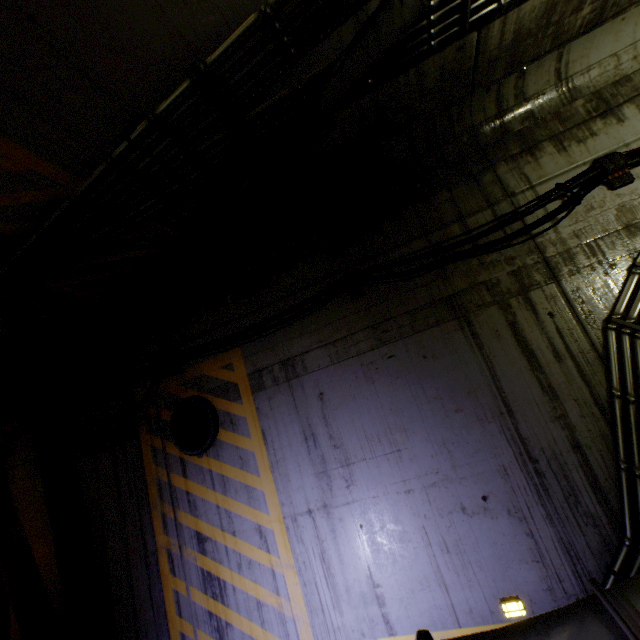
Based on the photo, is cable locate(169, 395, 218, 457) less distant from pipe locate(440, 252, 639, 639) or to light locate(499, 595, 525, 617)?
pipe locate(440, 252, 639, 639)

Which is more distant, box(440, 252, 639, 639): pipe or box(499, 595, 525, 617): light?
box(499, 595, 525, 617): light

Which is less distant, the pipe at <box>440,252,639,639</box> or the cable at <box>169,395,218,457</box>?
the pipe at <box>440,252,639,639</box>

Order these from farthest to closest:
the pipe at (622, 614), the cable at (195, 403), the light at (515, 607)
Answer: the cable at (195, 403) < the light at (515, 607) < the pipe at (622, 614)

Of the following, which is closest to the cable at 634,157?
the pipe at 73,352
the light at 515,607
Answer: the pipe at 73,352

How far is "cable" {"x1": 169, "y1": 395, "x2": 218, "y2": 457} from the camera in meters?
4.5 m

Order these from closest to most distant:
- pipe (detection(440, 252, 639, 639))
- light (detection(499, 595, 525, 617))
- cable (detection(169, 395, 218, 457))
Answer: pipe (detection(440, 252, 639, 639)), light (detection(499, 595, 525, 617)), cable (detection(169, 395, 218, 457))

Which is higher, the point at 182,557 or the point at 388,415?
the point at 388,415
